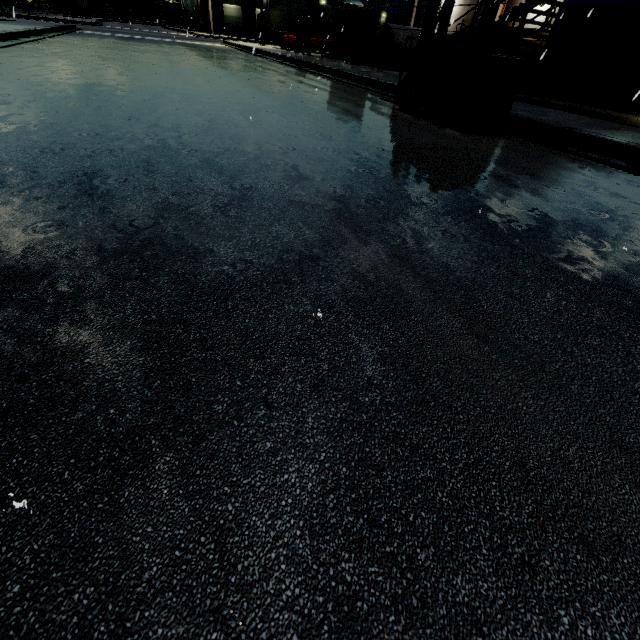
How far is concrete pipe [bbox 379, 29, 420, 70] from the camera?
17.3 meters

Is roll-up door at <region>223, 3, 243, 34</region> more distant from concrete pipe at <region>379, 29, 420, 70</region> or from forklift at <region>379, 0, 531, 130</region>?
forklift at <region>379, 0, 531, 130</region>

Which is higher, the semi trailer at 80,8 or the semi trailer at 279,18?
the semi trailer at 279,18

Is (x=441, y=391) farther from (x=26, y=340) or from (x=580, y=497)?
(x=26, y=340)

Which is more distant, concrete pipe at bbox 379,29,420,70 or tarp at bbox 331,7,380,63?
concrete pipe at bbox 379,29,420,70

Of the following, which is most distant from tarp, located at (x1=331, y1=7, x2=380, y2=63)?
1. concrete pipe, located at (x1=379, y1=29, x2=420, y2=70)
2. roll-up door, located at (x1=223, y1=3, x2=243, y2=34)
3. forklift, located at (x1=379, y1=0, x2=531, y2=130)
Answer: roll-up door, located at (x1=223, y1=3, x2=243, y2=34)

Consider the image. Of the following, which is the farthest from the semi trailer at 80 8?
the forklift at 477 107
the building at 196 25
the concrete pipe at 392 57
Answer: the concrete pipe at 392 57

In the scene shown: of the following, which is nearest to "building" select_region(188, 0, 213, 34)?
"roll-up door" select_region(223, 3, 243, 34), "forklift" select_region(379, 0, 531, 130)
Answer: "roll-up door" select_region(223, 3, 243, 34)
